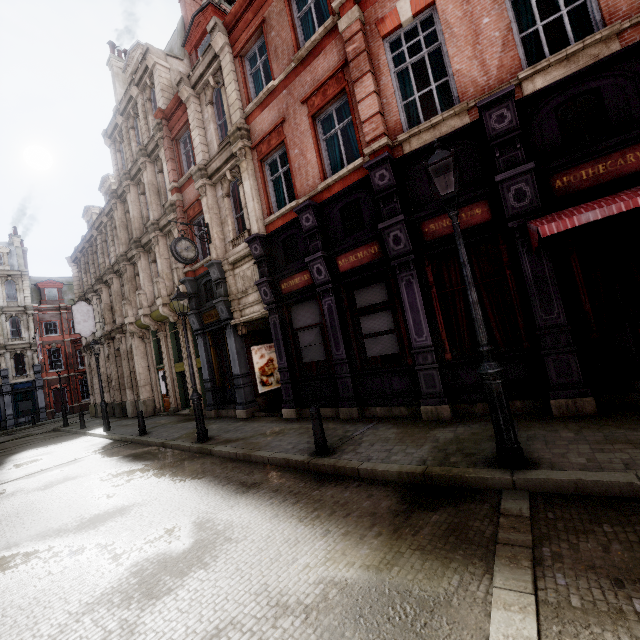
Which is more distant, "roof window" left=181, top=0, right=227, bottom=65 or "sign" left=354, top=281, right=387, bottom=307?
"roof window" left=181, top=0, right=227, bottom=65

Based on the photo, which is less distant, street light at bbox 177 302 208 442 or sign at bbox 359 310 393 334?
sign at bbox 359 310 393 334

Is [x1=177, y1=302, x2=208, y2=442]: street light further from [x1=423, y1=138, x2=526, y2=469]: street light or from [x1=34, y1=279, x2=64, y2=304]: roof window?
[x1=34, y1=279, x2=64, y2=304]: roof window

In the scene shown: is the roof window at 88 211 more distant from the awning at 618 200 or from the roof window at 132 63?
the awning at 618 200

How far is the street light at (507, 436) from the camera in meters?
4.4

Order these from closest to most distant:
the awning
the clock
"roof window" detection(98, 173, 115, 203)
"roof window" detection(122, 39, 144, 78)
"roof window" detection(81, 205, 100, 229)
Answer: the awning, the clock, "roof window" detection(122, 39, 144, 78), "roof window" detection(98, 173, 115, 203), "roof window" detection(81, 205, 100, 229)

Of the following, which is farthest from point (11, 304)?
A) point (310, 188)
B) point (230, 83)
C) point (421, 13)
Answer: point (421, 13)

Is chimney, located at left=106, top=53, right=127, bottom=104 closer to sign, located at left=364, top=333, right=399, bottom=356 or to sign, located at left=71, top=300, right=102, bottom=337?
sign, located at left=71, top=300, right=102, bottom=337
